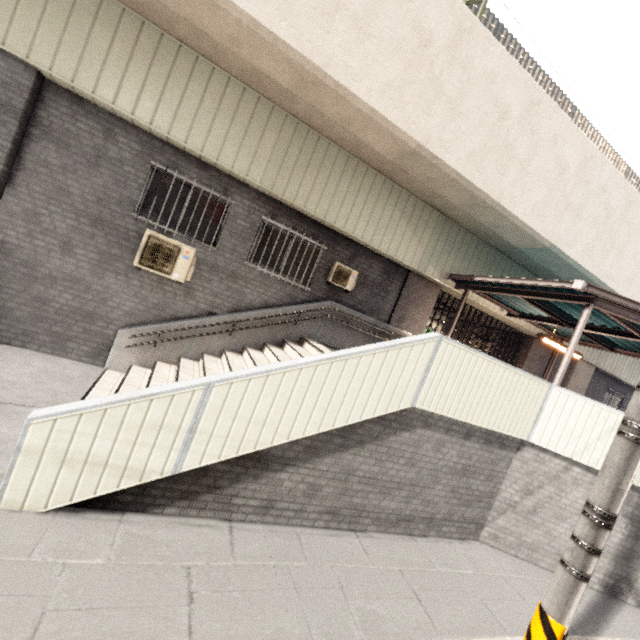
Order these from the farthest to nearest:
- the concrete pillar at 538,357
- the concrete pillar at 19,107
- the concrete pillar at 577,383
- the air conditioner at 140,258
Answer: the concrete pillar at 577,383 < the concrete pillar at 538,357 < the air conditioner at 140,258 < the concrete pillar at 19,107

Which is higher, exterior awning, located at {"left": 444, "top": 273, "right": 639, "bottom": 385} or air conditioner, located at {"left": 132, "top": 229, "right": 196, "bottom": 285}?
exterior awning, located at {"left": 444, "top": 273, "right": 639, "bottom": 385}

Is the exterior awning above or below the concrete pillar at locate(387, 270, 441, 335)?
above

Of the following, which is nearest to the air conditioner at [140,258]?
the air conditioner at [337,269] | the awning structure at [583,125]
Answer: the air conditioner at [337,269]

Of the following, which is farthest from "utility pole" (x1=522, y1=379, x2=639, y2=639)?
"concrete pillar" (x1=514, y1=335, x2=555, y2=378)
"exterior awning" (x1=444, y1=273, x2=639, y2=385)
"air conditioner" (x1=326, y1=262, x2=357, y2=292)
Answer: "concrete pillar" (x1=514, y1=335, x2=555, y2=378)

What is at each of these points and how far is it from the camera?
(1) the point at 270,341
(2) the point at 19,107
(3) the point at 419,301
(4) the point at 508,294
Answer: (1) stairs, 8.4m
(2) concrete pillar, 5.8m
(3) concrete pillar, 10.1m
(4) exterior awning, 8.1m

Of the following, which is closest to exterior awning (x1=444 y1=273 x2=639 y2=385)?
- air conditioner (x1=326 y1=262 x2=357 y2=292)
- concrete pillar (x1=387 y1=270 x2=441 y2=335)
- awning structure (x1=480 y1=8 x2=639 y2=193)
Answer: concrete pillar (x1=387 y1=270 x2=441 y2=335)

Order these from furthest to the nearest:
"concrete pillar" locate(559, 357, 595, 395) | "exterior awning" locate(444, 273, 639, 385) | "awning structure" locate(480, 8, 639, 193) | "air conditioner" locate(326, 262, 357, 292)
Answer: "concrete pillar" locate(559, 357, 595, 395) < "awning structure" locate(480, 8, 639, 193) < "air conditioner" locate(326, 262, 357, 292) < "exterior awning" locate(444, 273, 639, 385)
